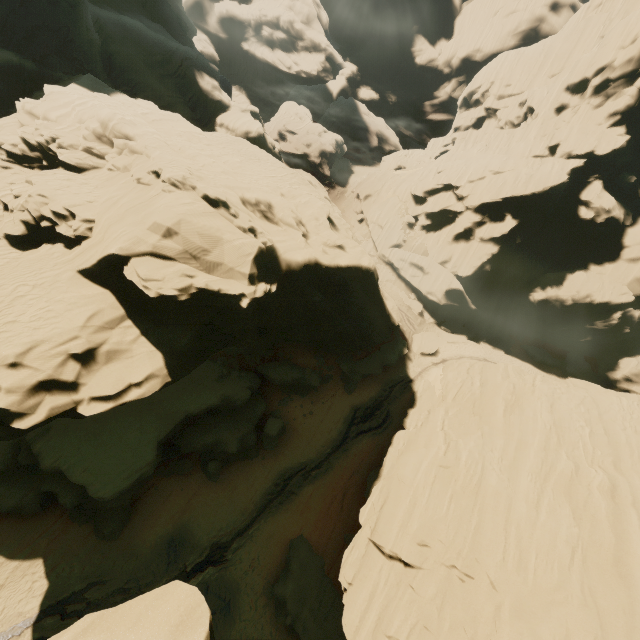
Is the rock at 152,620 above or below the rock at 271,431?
above

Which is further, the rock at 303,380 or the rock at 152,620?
the rock at 303,380

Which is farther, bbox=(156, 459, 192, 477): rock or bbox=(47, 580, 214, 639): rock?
bbox=(156, 459, 192, 477): rock

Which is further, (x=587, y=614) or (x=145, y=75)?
(x=145, y=75)

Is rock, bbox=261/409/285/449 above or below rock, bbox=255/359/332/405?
below

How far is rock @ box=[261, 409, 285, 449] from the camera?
27.3m
